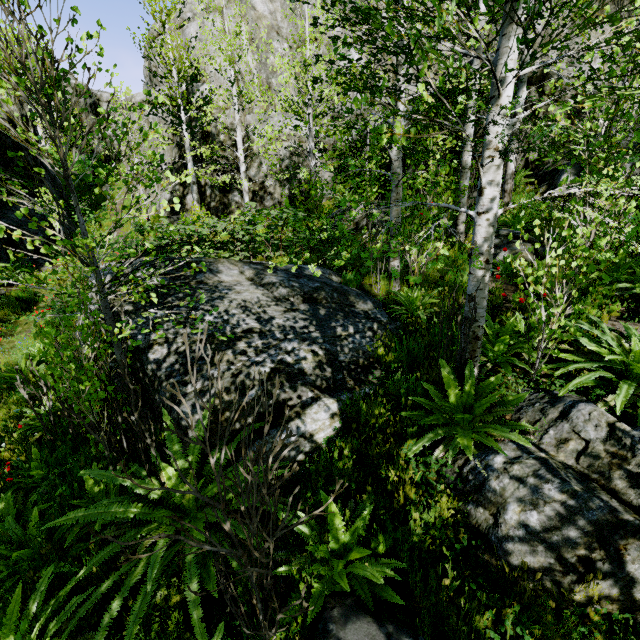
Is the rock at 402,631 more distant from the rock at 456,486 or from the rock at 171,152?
the rock at 171,152

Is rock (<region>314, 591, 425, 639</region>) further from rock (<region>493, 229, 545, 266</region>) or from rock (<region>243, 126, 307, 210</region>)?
rock (<region>493, 229, 545, 266</region>)

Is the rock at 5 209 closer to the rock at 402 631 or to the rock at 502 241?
the rock at 402 631

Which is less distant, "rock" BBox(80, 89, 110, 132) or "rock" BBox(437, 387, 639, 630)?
"rock" BBox(437, 387, 639, 630)

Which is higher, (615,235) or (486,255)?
(486,255)

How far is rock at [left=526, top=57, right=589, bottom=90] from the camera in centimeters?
991cm
